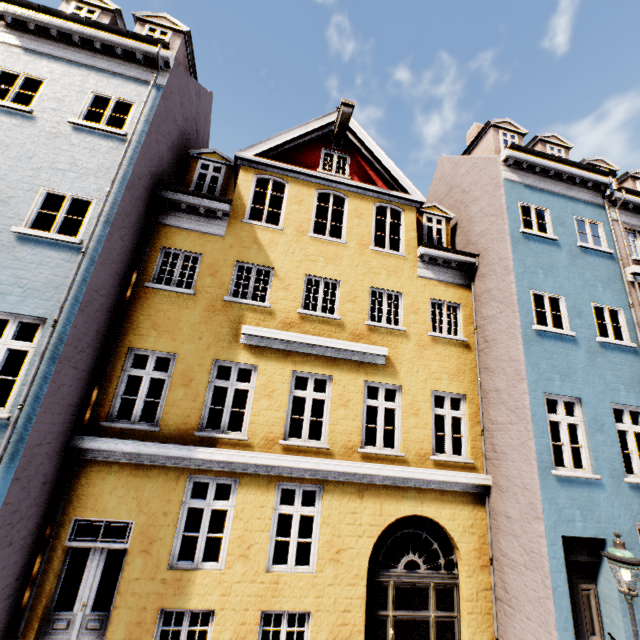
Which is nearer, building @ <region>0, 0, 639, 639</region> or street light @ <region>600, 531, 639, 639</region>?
street light @ <region>600, 531, 639, 639</region>

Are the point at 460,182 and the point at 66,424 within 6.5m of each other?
no

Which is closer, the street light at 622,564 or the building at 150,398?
the street light at 622,564
